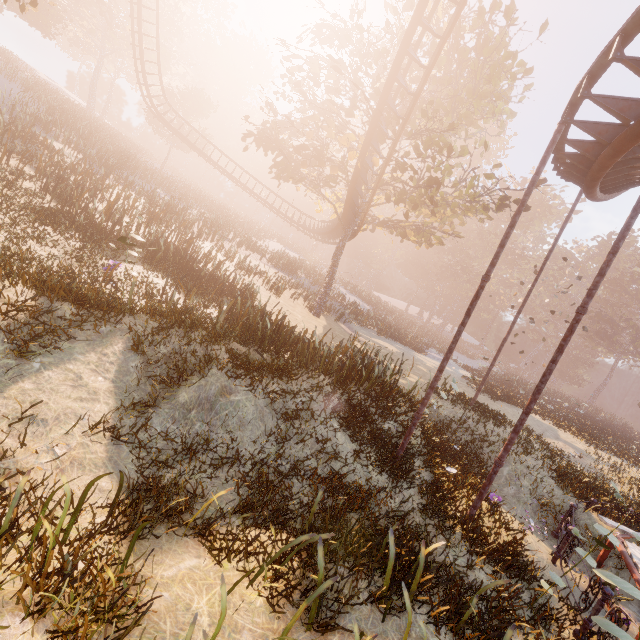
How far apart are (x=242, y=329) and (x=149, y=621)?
8.71m

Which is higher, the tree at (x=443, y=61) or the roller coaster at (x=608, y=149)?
the tree at (x=443, y=61)

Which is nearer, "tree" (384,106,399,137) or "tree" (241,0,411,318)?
"tree" (384,106,399,137)

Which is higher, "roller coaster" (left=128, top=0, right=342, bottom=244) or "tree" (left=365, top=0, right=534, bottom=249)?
"tree" (left=365, top=0, right=534, bottom=249)

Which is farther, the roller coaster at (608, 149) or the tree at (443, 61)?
the tree at (443, 61)

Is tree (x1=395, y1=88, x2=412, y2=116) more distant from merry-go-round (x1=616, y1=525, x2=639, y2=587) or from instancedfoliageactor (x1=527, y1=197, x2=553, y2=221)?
instancedfoliageactor (x1=527, y1=197, x2=553, y2=221)

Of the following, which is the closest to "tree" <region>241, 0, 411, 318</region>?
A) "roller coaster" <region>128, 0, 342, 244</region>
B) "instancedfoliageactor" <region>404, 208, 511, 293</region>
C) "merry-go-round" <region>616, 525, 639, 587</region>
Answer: "roller coaster" <region>128, 0, 342, 244</region>
